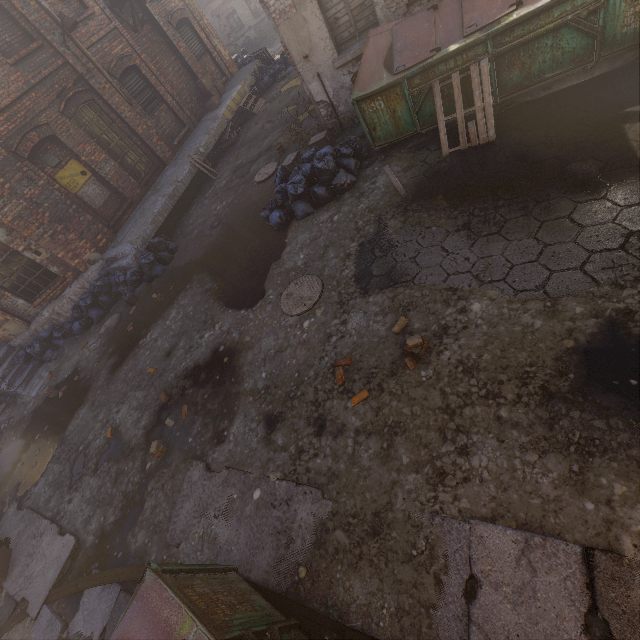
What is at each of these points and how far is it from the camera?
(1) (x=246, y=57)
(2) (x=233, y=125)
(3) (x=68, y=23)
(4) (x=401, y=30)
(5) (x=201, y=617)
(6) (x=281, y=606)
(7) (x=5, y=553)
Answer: (1) trash bag, 17.1 meters
(2) pallet, 13.7 meters
(3) light, 9.2 meters
(4) trash container, 5.6 meters
(5) trash container, 2.2 meters
(6) track, 3.2 meters
(7) carton, 5.7 meters

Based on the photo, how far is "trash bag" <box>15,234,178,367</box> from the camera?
9.4 meters

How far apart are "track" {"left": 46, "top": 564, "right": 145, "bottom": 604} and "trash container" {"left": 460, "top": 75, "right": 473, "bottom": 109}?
7.24m

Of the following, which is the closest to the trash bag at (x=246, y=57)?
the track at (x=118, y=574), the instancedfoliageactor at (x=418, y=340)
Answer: the instancedfoliageactor at (x=418, y=340)

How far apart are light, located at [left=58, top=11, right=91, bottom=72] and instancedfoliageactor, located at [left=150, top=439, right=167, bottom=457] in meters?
12.1

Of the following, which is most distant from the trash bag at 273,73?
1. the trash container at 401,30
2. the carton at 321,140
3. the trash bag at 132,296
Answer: the trash bag at 132,296

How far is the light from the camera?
9.21m

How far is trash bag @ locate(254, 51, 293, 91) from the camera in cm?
1520
